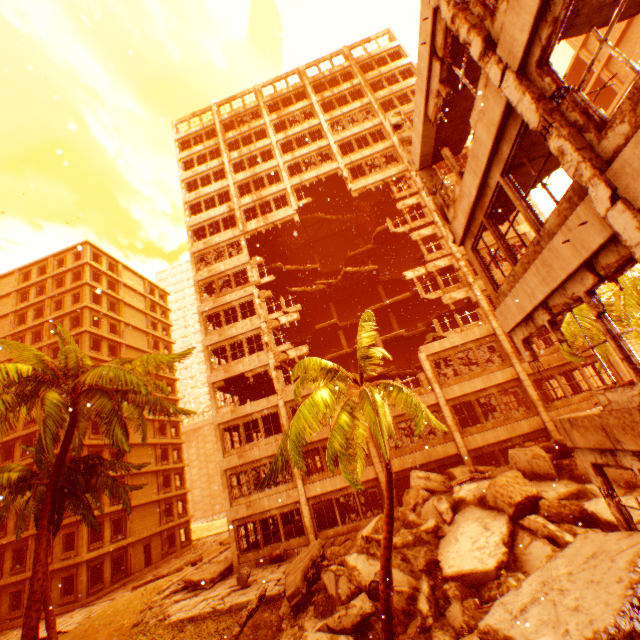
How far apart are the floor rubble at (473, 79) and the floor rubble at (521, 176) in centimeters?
268cm

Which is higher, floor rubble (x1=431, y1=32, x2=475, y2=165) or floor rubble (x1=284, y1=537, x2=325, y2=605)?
floor rubble (x1=431, y1=32, x2=475, y2=165)

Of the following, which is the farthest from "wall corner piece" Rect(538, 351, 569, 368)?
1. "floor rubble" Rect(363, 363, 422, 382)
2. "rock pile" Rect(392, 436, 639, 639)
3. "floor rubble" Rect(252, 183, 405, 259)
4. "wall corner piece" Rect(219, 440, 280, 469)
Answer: "wall corner piece" Rect(219, 440, 280, 469)

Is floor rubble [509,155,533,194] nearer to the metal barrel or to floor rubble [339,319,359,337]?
the metal barrel

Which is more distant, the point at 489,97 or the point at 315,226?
the point at 315,226

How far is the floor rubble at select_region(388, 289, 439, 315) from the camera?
28.12m

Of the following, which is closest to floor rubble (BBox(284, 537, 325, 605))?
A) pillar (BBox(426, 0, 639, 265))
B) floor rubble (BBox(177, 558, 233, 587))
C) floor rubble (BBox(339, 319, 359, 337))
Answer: floor rubble (BBox(177, 558, 233, 587))
